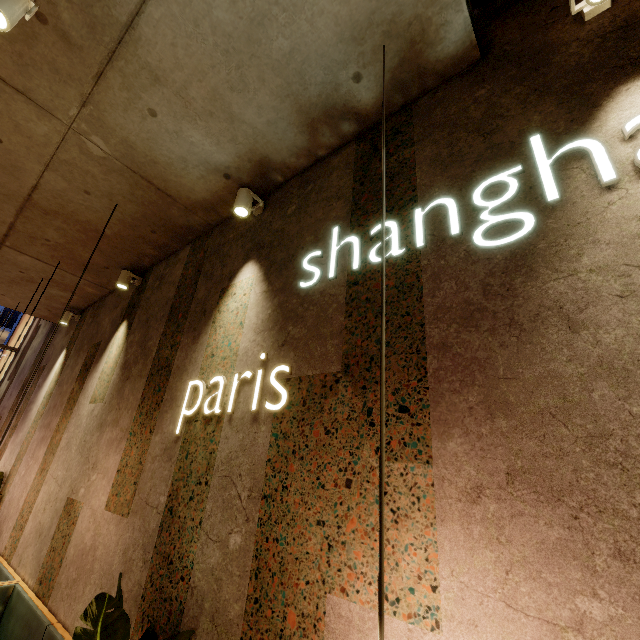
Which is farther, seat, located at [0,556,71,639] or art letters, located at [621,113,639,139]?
seat, located at [0,556,71,639]

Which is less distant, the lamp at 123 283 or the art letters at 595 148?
the art letters at 595 148

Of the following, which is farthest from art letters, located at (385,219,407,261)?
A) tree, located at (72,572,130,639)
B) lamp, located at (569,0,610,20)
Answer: tree, located at (72,572,130,639)

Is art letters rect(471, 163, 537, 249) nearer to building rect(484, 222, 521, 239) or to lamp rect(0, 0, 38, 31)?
building rect(484, 222, 521, 239)

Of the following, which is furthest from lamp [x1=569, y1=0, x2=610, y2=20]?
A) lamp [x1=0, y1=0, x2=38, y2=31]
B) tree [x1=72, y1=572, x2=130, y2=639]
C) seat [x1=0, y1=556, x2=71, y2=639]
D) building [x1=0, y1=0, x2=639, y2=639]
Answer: seat [x1=0, y1=556, x2=71, y2=639]

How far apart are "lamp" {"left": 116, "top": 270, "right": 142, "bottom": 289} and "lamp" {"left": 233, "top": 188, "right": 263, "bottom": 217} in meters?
2.5

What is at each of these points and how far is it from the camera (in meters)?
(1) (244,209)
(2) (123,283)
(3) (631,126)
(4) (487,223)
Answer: (1) lamp, 3.03
(2) lamp, 4.59
(3) art letters, 1.35
(4) art letters, 1.59

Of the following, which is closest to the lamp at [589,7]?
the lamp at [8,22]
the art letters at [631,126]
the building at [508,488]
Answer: the building at [508,488]
